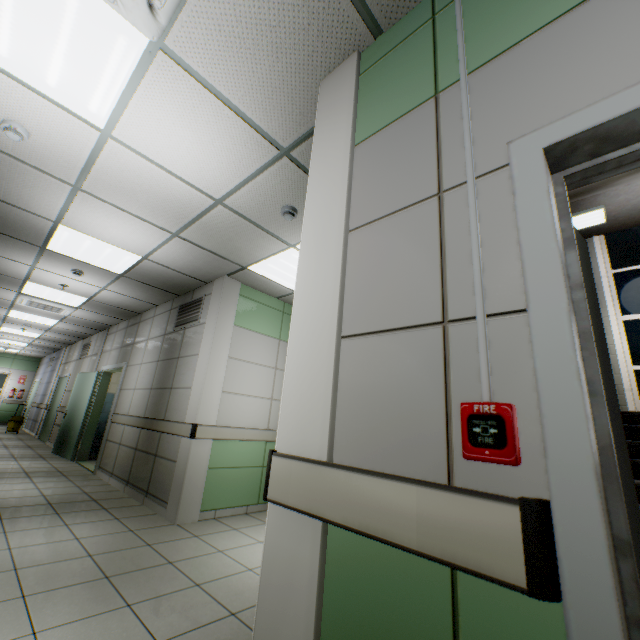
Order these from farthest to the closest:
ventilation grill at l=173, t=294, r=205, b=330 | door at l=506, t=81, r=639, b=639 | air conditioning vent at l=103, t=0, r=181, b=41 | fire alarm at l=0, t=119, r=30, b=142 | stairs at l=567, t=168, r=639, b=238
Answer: ventilation grill at l=173, t=294, r=205, b=330
stairs at l=567, t=168, r=639, b=238
fire alarm at l=0, t=119, r=30, b=142
air conditioning vent at l=103, t=0, r=181, b=41
door at l=506, t=81, r=639, b=639

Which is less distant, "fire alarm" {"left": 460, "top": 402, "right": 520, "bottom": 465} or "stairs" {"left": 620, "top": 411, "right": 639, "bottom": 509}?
"fire alarm" {"left": 460, "top": 402, "right": 520, "bottom": 465}

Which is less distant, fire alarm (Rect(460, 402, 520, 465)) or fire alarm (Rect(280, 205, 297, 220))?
fire alarm (Rect(460, 402, 520, 465))

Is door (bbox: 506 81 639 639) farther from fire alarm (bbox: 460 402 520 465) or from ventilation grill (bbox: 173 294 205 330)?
ventilation grill (bbox: 173 294 205 330)

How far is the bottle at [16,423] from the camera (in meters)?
11.77

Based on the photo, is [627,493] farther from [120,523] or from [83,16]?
[120,523]

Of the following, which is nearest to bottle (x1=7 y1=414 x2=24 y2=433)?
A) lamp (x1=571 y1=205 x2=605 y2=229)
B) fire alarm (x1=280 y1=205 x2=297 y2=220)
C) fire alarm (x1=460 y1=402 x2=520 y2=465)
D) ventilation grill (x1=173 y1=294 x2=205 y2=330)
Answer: ventilation grill (x1=173 y1=294 x2=205 y2=330)

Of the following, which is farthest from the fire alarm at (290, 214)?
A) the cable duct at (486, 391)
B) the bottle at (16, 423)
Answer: the bottle at (16, 423)
